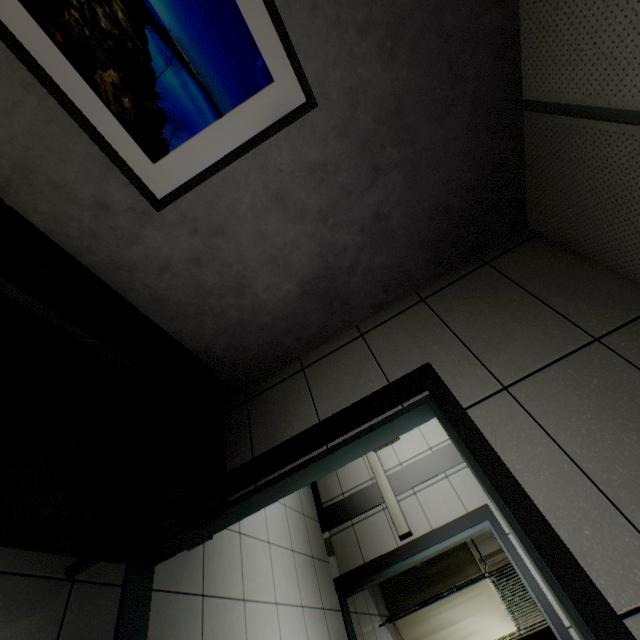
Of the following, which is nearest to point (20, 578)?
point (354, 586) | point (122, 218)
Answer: point (122, 218)

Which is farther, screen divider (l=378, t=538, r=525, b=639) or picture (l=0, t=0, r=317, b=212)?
screen divider (l=378, t=538, r=525, b=639)

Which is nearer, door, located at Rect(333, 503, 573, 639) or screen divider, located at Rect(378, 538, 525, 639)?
door, located at Rect(333, 503, 573, 639)

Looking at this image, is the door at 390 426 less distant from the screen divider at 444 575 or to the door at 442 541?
the door at 442 541

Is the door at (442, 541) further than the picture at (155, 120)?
Yes

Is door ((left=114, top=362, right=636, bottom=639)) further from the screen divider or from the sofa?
the screen divider

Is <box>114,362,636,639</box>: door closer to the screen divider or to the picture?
the picture

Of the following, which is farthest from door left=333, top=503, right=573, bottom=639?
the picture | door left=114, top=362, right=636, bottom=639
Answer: the picture
